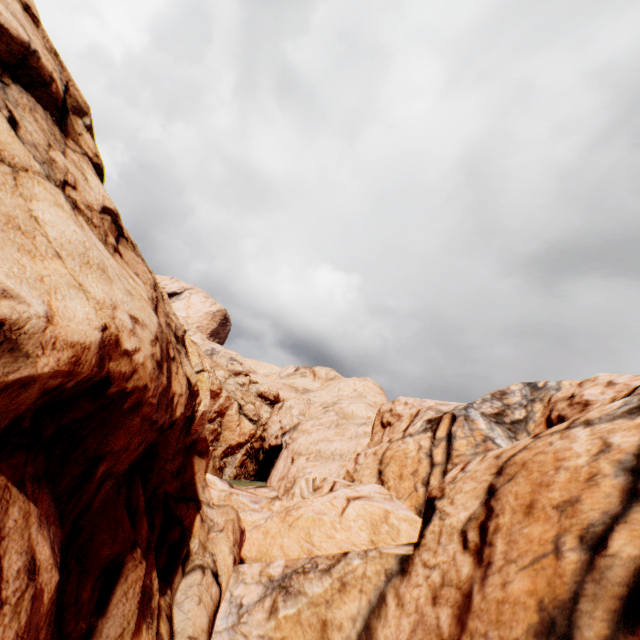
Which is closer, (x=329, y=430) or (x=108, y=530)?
(x=108, y=530)
